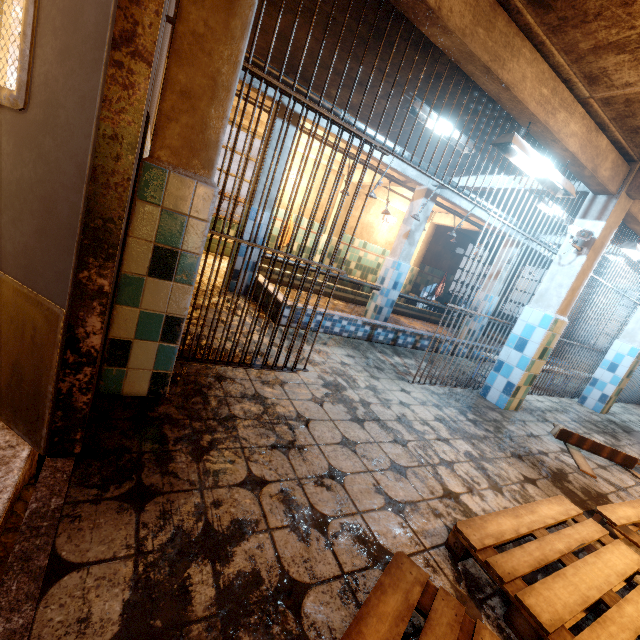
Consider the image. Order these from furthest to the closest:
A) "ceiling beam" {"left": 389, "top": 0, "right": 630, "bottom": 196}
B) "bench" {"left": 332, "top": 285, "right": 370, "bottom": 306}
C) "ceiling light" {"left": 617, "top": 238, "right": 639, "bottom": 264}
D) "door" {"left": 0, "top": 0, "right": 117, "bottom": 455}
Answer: "bench" {"left": 332, "top": 285, "right": 370, "bottom": 306} < "ceiling light" {"left": 617, "top": 238, "right": 639, "bottom": 264} < "ceiling beam" {"left": 389, "top": 0, "right": 630, "bottom": 196} < "door" {"left": 0, "top": 0, "right": 117, "bottom": 455}

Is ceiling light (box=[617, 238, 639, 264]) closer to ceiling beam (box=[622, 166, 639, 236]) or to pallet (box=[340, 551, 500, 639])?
ceiling beam (box=[622, 166, 639, 236])

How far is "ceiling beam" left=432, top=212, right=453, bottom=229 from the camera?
9.0m

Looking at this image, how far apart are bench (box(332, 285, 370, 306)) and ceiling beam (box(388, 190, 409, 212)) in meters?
2.4

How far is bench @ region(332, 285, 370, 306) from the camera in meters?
7.3 m

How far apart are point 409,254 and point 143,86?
5.6m

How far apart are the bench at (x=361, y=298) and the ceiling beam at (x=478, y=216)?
2.4m

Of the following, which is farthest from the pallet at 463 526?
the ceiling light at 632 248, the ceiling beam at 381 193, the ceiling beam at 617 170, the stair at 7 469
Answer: the ceiling beam at 381 193
